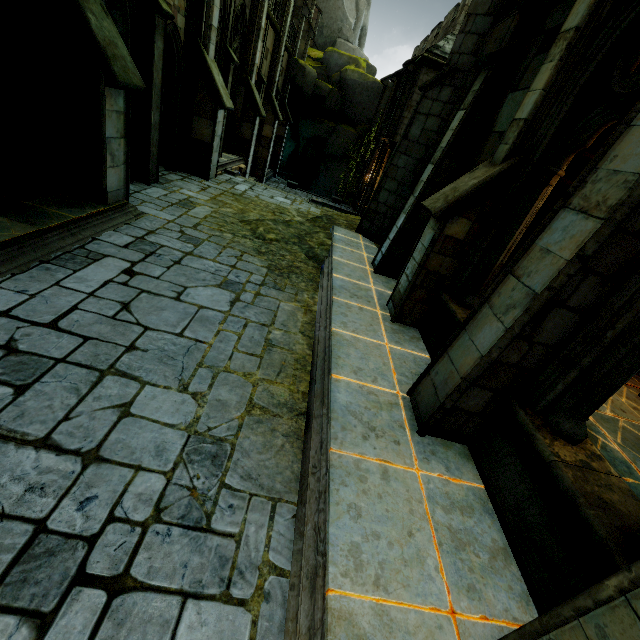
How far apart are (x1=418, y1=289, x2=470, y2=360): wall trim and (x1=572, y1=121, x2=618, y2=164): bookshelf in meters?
3.4

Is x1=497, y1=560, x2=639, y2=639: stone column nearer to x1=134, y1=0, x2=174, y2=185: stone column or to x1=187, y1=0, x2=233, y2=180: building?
x1=187, y1=0, x2=233, y2=180: building

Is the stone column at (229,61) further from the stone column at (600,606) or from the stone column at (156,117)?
the stone column at (600,606)

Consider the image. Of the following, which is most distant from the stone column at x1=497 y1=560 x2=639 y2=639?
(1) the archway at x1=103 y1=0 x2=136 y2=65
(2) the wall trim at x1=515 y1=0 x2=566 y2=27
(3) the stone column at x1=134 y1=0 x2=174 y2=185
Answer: (3) the stone column at x1=134 y1=0 x2=174 y2=185

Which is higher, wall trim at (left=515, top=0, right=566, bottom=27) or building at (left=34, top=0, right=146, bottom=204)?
wall trim at (left=515, top=0, right=566, bottom=27)

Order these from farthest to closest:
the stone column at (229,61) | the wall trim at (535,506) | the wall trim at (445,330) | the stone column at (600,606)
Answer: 1. the stone column at (229,61)
2. the wall trim at (445,330)
3. the wall trim at (535,506)
4. the stone column at (600,606)

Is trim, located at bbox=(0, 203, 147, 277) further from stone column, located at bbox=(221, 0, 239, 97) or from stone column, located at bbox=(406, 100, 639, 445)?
stone column, located at bbox=(221, 0, 239, 97)

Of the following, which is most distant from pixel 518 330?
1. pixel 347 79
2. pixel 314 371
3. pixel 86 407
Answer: pixel 347 79
